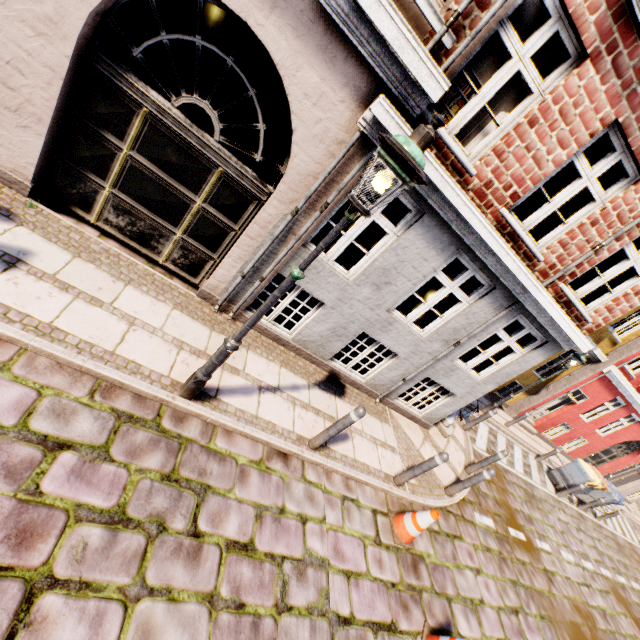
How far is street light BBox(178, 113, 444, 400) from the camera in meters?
2.3 m

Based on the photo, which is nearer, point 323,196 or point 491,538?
point 323,196

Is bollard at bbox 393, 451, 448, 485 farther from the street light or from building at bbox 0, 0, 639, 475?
the street light

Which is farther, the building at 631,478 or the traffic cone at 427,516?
the building at 631,478

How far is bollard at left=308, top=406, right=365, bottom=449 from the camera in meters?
4.4 m

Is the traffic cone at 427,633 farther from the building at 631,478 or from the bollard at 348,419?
the building at 631,478

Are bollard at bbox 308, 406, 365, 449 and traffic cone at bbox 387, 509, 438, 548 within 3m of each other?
yes

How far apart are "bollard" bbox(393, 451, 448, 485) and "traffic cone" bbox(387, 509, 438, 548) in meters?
0.5
